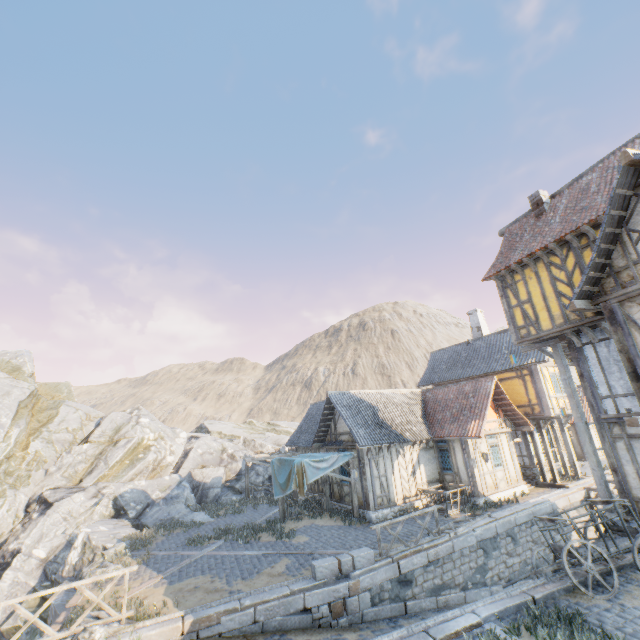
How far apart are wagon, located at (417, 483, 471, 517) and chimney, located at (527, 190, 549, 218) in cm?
1294

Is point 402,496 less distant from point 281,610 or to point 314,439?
point 314,439

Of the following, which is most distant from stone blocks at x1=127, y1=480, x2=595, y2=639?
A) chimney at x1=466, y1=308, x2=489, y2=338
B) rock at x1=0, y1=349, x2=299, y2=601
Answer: chimney at x1=466, y1=308, x2=489, y2=338

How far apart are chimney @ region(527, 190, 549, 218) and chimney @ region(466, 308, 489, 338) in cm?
1245

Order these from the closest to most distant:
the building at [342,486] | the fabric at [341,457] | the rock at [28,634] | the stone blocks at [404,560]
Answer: the stone blocks at [404,560] < the rock at [28,634] < the fabric at [341,457] < the building at [342,486]

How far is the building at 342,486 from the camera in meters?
17.3 m

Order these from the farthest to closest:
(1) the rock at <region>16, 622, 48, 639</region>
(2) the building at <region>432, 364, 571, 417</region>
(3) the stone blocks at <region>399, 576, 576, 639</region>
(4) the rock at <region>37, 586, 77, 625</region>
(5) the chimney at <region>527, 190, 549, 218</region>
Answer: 1. (2) the building at <region>432, 364, 571, 417</region>
2. (5) the chimney at <region>527, 190, 549, 218</region>
3. (1) the rock at <region>16, 622, 48, 639</region>
4. (4) the rock at <region>37, 586, 77, 625</region>
5. (3) the stone blocks at <region>399, 576, 576, 639</region>

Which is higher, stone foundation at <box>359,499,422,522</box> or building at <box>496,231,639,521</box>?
building at <box>496,231,639,521</box>
